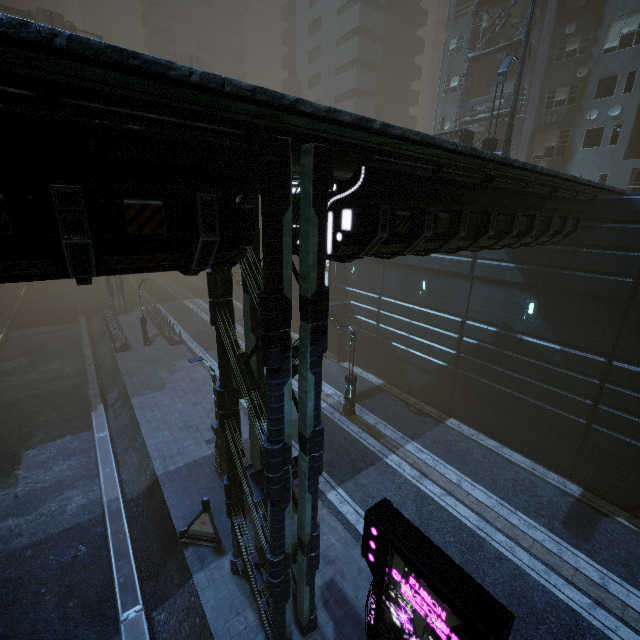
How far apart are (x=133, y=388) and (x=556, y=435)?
23.7m

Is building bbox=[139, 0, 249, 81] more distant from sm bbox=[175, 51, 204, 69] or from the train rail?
the train rail

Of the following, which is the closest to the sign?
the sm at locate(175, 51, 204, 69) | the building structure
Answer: the building structure

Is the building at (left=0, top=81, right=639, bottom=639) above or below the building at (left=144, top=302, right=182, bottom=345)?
above

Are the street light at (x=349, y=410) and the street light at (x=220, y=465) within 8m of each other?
yes

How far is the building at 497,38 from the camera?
23.8 meters

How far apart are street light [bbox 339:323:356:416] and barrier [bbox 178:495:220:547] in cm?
880

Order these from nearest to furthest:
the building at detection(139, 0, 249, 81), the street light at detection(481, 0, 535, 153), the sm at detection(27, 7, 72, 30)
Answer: the street light at detection(481, 0, 535, 153)
the sm at detection(27, 7, 72, 30)
the building at detection(139, 0, 249, 81)
